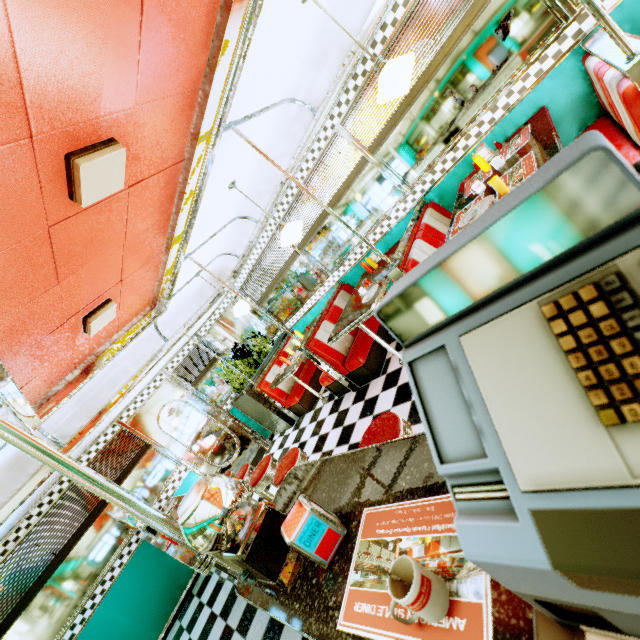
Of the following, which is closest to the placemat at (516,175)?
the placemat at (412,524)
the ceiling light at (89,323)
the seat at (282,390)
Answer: the placemat at (412,524)

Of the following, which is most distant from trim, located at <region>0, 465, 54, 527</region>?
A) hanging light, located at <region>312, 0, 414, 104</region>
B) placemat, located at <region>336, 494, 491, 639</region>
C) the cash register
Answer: placemat, located at <region>336, 494, 491, 639</region>

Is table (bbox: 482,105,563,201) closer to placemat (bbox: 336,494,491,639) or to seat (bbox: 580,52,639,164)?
seat (bbox: 580,52,639,164)

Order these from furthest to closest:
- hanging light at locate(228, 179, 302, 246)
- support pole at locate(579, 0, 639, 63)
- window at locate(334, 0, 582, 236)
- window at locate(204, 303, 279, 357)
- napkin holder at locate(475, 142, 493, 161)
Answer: window at locate(204, 303, 279, 357) → hanging light at locate(228, 179, 302, 246) → napkin holder at locate(475, 142, 493, 161) → window at locate(334, 0, 582, 236) → support pole at locate(579, 0, 639, 63)

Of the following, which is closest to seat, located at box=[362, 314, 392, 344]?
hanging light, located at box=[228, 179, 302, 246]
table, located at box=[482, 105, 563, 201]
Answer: hanging light, located at box=[228, 179, 302, 246]

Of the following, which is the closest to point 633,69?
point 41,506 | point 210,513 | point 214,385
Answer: point 210,513

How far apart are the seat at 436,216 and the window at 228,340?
4.2m

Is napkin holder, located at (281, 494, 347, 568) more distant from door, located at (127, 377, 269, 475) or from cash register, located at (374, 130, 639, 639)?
door, located at (127, 377, 269, 475)
